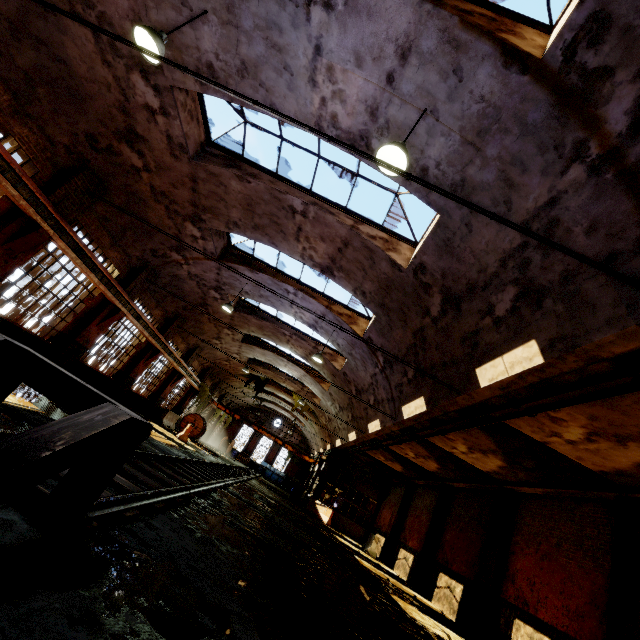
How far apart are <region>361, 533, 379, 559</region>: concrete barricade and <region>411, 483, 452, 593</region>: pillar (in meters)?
3.22

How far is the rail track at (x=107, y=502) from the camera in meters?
3.4

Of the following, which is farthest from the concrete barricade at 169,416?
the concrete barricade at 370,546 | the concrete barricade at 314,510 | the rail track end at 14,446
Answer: the rail track end at 14,446

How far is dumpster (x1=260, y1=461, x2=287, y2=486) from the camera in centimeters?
4103cm

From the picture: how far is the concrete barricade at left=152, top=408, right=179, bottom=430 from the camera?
20.3m

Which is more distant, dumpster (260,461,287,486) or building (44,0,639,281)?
dumpster (260,461,287,486)

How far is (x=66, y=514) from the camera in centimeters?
259cm

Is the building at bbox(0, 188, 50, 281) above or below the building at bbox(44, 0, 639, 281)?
below
